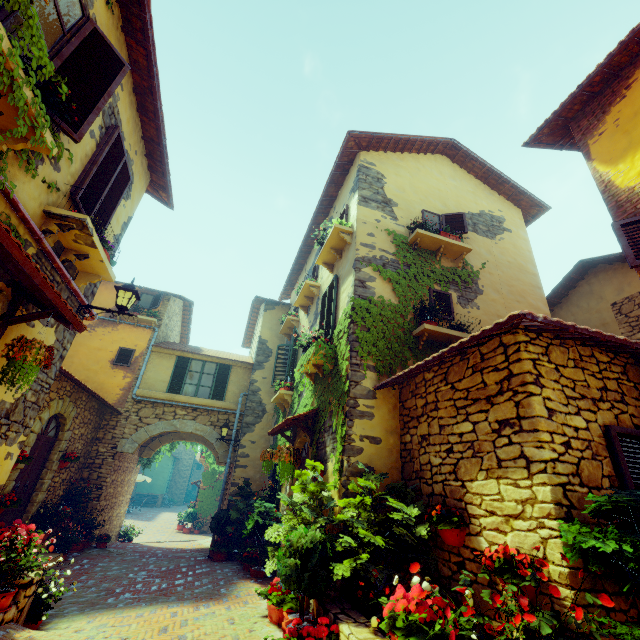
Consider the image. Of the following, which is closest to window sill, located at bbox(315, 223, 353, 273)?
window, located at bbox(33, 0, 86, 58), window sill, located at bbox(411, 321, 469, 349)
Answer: window, located at bbox(33, 0, 86, 58)

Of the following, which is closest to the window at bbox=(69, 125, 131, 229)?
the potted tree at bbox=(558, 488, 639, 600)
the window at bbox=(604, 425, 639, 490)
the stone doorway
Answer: the window at bbox=(604, 425, 639, 490)

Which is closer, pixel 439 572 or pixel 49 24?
pixel 49 24

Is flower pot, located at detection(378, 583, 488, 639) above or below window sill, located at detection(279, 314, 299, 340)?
below

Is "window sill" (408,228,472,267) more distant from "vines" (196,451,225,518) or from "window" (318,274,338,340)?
"vines" (196,451,225,518)

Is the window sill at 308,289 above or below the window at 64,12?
above

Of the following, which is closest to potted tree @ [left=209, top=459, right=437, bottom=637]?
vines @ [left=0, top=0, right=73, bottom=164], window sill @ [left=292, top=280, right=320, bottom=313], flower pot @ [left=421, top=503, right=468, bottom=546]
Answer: flower pot @ [left=421, top=503, right=468, bottom=546]

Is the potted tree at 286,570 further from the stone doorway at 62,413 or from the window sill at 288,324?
the window sill at 288,324
